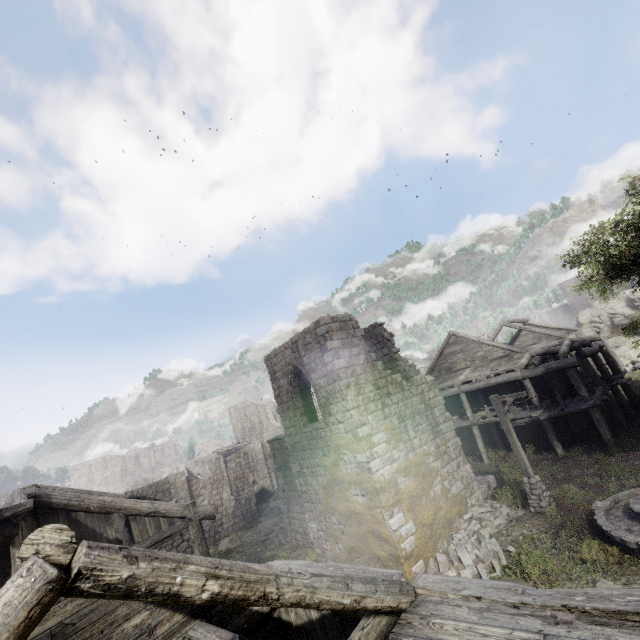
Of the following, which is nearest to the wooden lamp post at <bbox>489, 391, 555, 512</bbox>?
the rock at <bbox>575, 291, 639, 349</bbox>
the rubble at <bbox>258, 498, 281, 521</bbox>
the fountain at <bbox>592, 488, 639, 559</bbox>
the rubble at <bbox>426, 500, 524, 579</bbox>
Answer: the rubble at <bbox>426, 500, 524, 579</bbox>

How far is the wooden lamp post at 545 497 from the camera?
13.23m

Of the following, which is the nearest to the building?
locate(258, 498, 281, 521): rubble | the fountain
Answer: locate(258, 498, 281, 521): rubble

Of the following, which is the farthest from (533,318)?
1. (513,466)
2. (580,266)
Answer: (580,266)

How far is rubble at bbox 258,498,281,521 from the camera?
28.2 meters

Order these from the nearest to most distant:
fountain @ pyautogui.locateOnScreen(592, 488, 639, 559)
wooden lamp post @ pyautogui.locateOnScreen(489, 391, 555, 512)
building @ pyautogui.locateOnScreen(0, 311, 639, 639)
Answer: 1. building @ pyautogui.locateOnScreen(0, 311, 639, 639)
2. fountain @ pyautogui.locateOnScreen(592, 488, 639, 559)
3. wooden lamp post @ pyautogui.locateOnScreen(489, 391, 555, 512)

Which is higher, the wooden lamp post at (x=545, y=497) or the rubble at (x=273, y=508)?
the wooden lamp post at (x=545, y=497)

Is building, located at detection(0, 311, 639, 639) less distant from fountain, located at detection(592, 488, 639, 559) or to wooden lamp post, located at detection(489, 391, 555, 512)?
wooden lamp post, located at detection(489, 391, 555, 512)
